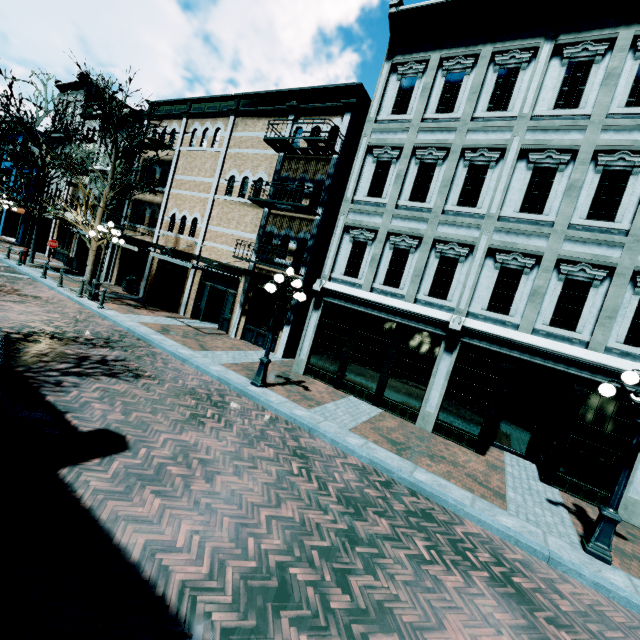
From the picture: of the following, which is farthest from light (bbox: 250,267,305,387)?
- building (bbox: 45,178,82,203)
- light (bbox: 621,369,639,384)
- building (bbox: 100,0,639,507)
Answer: light (bbox: 621,369,639,384)

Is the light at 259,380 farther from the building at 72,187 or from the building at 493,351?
the building at 72,187

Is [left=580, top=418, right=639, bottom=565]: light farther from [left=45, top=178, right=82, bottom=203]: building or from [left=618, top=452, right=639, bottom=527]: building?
[left=45, top=178, right=82, bottom=203]: building

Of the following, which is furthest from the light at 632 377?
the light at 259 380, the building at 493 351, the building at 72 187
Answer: the building at 72 187

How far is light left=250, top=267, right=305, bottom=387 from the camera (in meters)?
9.16

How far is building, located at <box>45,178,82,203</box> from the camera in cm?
2492

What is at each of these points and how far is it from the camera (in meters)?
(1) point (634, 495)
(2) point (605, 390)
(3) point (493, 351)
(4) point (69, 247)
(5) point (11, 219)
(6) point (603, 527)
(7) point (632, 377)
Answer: (1) building, 7.74
(2) light, 5.95
(3) building, 9.40
(4) building, 24.62
(5) building, 31.19
(6) light, 5.82
(7) light, 5.78
